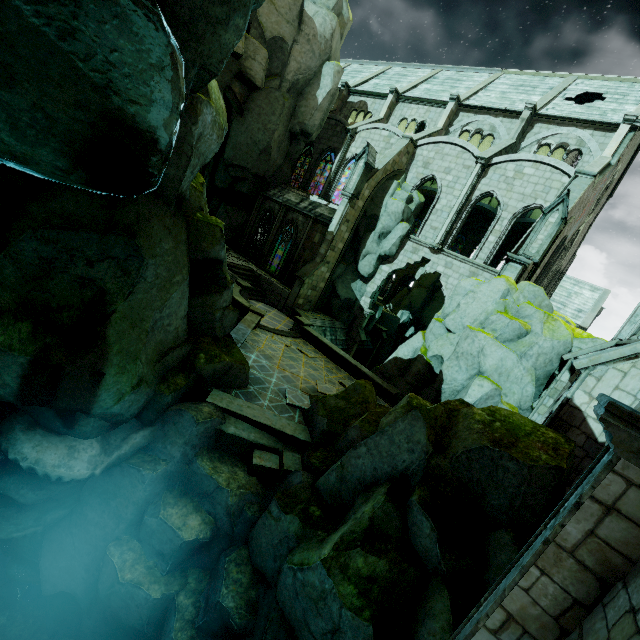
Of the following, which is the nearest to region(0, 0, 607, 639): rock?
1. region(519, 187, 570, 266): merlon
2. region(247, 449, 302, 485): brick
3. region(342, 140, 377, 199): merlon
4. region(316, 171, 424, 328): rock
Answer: region(247, 449, 302, 485): brick

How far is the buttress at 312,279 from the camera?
22.9 meters

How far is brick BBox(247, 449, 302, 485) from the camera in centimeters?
930cm

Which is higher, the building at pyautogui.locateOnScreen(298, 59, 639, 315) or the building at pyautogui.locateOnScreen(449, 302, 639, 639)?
the building at pyautogui.locateOnScreen(298, 59, 639, 315)

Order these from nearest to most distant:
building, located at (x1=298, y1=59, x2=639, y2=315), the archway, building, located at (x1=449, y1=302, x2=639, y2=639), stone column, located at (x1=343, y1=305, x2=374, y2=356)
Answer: building, located at (x1=449, y1=302, x2=639, y2=639) → building, located at (x1=298, y1=59, x2=639, y2=315) → the archway → stone column, located at (x1=343, y1=305, x2=374, y2=356)

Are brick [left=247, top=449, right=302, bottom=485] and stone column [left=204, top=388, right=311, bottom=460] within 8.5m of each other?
yes

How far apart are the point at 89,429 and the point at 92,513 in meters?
2.8

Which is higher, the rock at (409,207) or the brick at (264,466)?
the rock at (409,207)
